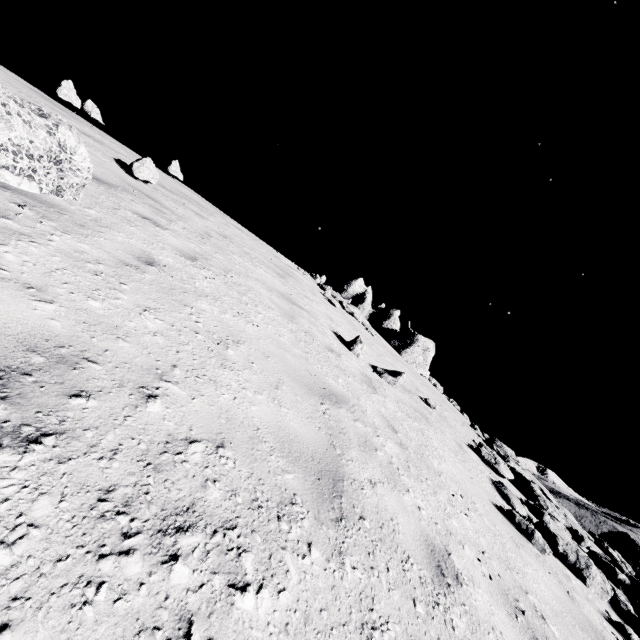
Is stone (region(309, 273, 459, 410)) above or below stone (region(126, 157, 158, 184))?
above

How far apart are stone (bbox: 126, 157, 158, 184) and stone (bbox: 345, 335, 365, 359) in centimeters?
626cm

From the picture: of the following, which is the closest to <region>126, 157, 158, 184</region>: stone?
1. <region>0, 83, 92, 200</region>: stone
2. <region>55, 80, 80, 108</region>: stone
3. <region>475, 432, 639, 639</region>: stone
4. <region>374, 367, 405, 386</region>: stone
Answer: <region>0, 83, 92, 200</region>: stone

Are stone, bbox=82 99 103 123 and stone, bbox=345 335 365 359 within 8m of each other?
no

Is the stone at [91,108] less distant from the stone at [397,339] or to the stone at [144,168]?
the stone at [144,168]

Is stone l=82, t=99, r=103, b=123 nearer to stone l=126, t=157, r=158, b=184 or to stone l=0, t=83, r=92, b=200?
stone l=126, t=157, r=158, b=184

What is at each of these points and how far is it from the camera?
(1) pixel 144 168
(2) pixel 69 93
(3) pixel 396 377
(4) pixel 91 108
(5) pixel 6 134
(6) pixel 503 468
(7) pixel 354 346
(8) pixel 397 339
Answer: (1) stone, 7.53m
(2) stone, 10.80m
(3) stone, 8.01m
(4) stone, 12.48m
(5) stone, 3.00m
(6) stone, 8.45m
(7) stone, 8.05m
(8) stone, 24.20m

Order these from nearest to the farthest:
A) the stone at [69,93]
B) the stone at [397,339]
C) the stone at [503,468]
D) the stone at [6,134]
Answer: the stone at [6,134] < the stone at [503,468] < the stone at [69,93] < the stone at [397,339]
